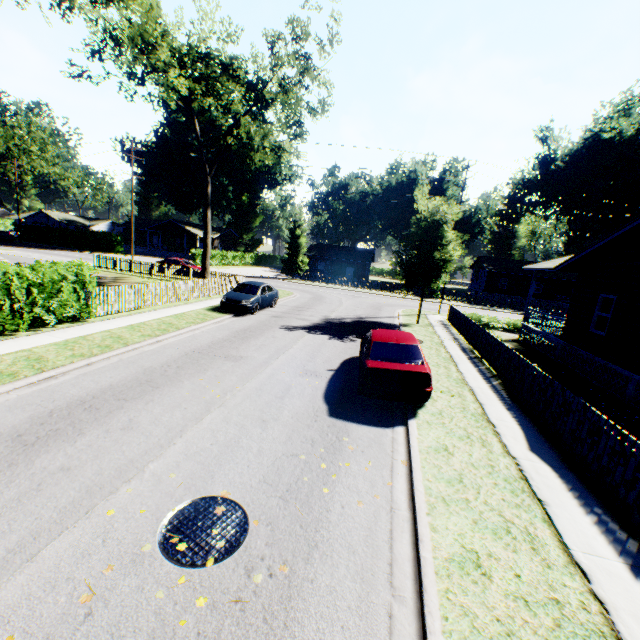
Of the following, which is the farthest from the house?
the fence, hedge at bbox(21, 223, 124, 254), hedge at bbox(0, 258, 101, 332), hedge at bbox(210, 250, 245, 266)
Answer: hedge at bbox(0, 258, 101, 332)

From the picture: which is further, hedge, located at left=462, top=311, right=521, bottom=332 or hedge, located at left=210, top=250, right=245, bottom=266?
hedge, located at left=210, top=250, right=245, bottom=266

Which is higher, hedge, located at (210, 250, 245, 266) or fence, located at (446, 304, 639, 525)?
hedge, located at (210, 250, 245, 266)

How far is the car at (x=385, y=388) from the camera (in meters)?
8.04

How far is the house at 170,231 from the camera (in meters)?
55.67

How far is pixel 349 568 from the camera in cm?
400

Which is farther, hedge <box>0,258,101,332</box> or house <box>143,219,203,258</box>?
house <box>143,219,203,258</box>

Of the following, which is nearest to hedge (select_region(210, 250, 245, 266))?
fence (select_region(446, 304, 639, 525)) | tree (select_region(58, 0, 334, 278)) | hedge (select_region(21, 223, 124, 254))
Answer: hedge (select_region(21, 223, 124, 254))
